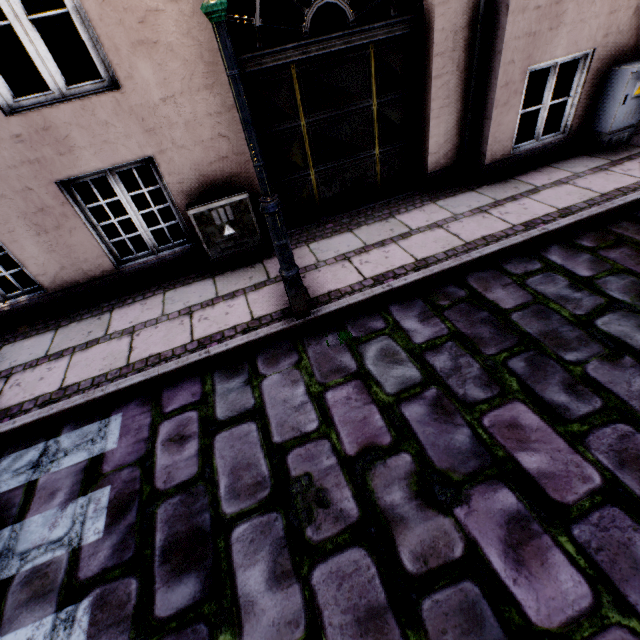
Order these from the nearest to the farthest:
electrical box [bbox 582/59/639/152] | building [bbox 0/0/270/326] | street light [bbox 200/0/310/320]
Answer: street light [bbox 200/0/310/320], building [bbox 0/0/270/326], electrical box [bbox 582/59/639/152]

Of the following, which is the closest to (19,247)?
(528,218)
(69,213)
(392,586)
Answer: (69,213)

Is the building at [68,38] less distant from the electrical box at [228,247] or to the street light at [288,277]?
the electrical box at [228,247]

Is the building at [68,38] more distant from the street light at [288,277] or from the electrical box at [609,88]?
the street light at [288,277]

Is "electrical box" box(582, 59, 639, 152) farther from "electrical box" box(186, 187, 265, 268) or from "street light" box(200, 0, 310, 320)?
"electrical box" box(186, 187, 265, 268)

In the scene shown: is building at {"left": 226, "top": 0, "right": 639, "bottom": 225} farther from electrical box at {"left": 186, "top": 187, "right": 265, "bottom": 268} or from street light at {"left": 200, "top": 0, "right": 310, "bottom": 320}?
street light at {"left": 200, "top": 0, "right": 310, "bottom": 320}
